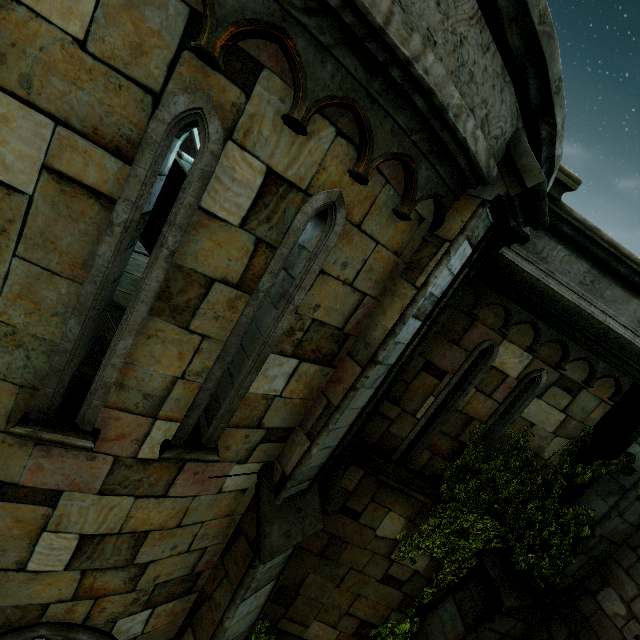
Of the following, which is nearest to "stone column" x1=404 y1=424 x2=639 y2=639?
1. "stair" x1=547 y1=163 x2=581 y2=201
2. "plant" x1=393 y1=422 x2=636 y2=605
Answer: "plant" x1=393 y1=422 x2=636 y2=605

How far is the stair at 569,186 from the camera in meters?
3.9

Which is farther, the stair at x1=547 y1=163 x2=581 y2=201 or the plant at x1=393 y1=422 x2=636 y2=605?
the plant at x1=393 y1=422 x2=636 y2=605

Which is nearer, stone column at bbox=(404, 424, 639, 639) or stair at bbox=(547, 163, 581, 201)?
stair at bbox=(547, 163, 581, 201)

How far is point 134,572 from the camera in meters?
3.3 m

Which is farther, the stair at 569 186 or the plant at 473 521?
the plant at 473 521

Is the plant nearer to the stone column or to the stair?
the stone column
